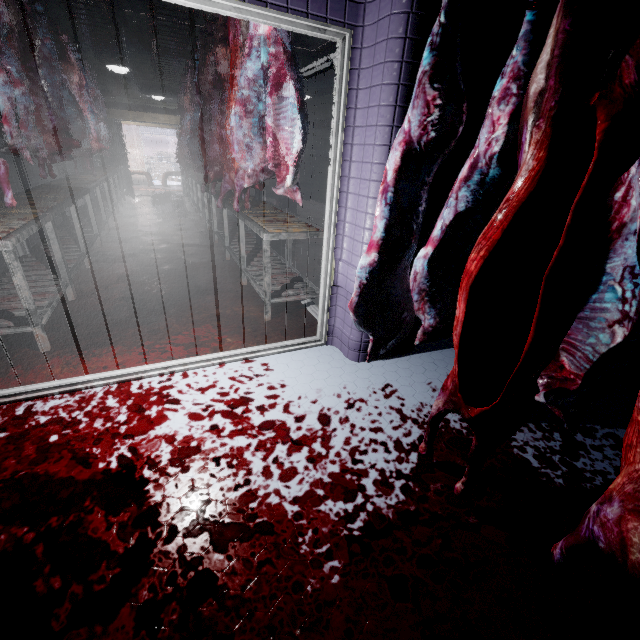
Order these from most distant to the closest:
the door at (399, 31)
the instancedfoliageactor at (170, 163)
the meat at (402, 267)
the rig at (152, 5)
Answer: the instancedfoliageactor at (170, 163)
the rig at (152, 5)
the door at (399, 31)
the meat at (402, 267)

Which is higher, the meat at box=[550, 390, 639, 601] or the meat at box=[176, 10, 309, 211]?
the meat at box=[176, 10, 309, 211]

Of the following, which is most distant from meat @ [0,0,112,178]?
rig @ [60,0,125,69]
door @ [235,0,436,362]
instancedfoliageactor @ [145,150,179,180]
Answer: instancedfoliageactor @ [145,150,179,180]

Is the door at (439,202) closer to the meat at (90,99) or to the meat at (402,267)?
the meat at (402,267)

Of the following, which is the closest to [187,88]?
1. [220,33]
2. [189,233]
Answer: [189,233]

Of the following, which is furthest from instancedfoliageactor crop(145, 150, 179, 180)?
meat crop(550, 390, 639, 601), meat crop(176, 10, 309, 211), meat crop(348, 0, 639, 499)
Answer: meat crop(550, 390, 639, 601)

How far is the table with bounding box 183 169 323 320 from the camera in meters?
2.8

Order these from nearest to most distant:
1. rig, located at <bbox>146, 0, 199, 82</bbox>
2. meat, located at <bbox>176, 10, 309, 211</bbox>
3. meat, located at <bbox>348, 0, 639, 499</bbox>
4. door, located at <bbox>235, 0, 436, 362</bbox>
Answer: meat, located at <bbox>348, 0, 639, 499</bbox> → door, located at <bbox>235, 0, 436, 362</bbox> → meat, located at <bbox>176, 10, 309, 211</bbox> → rig, located at <bbox>146, 0, 199, 82</bbox>
